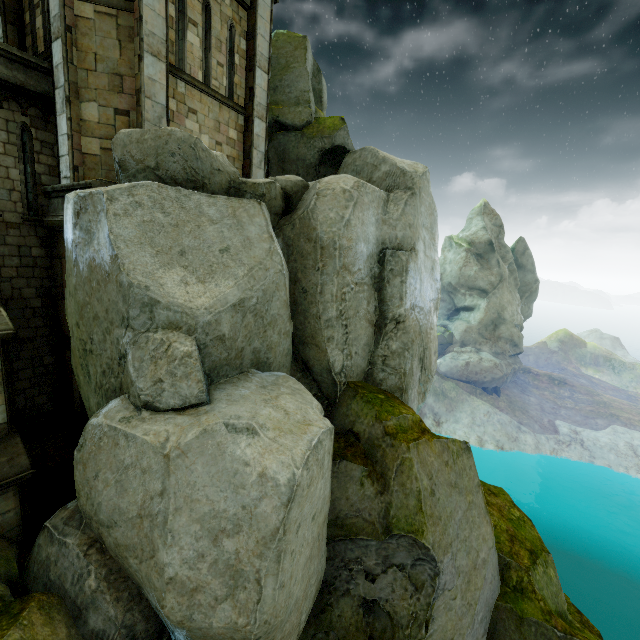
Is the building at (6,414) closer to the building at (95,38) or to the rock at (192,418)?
the rock at (192,418)

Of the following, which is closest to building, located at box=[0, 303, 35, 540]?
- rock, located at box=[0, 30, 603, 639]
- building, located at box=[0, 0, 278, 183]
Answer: rock, located at box=[0, 30, 603, 639]

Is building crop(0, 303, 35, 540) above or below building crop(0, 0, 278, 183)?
A: below

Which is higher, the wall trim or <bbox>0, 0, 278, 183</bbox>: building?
<bbox>0, 0, 278, 183</bbox>: building

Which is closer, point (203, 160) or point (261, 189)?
point (203, 160)

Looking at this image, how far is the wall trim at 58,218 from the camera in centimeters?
789cm

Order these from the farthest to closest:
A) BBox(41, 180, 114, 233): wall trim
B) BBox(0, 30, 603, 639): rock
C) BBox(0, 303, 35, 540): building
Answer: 1. BBox(41, 180, 114, 233): wall trim
2. BBox(0, 303, 35, 540): building
3. BBox(0, 30, 603, 639): rock

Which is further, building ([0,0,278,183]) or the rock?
building ([0,0,278,183])
